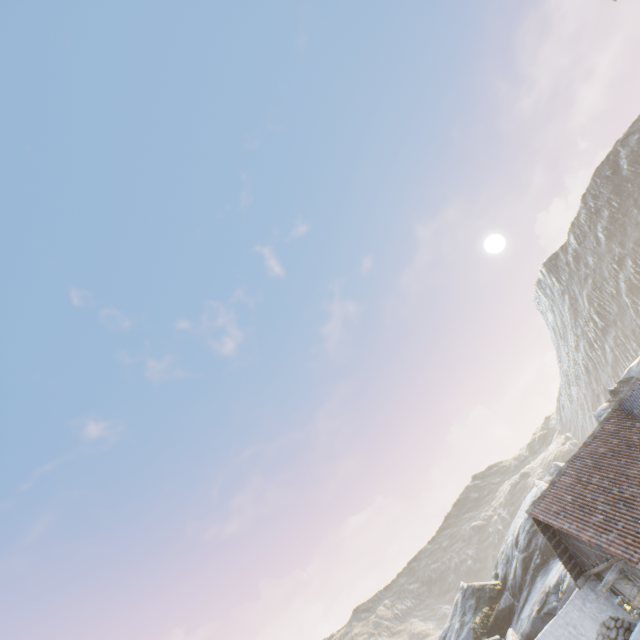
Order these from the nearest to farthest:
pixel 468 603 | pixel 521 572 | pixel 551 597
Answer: pixel 551 597 → pixel 521 572 → pixel 468 603

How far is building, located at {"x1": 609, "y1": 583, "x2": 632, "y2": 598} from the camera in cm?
1346

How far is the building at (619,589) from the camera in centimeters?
1346cm

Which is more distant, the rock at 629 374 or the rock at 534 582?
the rock at 629 374

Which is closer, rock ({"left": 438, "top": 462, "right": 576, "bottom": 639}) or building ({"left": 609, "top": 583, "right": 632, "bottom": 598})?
building ({"left": 609, "top": 583, "right": 632, "bottom": 598})

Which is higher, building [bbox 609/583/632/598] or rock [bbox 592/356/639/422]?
rock [bbox 592/356/639/422]

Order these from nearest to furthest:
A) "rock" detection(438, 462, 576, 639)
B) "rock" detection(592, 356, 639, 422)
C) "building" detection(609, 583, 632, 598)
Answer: "building" detection(609, 583, 632, 598)
"rock" detection(438, 462, 576, 639)
"rock" detection(592, 356, 639, 422)
